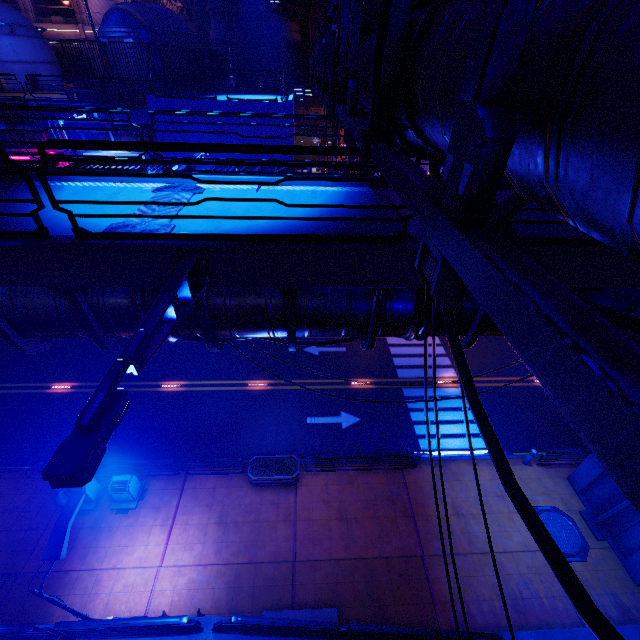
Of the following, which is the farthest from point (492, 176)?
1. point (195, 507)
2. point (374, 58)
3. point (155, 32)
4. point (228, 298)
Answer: point (155, 32)

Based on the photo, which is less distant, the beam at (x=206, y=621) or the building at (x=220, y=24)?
the beam at (x=206, y=621)

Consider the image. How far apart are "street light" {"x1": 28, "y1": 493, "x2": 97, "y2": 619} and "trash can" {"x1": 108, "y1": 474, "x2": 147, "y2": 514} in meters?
3.3 m

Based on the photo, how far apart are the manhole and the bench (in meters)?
8.55

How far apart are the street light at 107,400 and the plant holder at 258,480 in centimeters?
1153cm

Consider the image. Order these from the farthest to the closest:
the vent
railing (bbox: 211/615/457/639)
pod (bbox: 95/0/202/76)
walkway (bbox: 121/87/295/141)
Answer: the vent < pod (bbox: 95/0/202/76) < walkway (bbox: 121/87/295/141) < railing (bbox: 211/615/457/639)

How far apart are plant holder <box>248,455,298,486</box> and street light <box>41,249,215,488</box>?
11.5 meters

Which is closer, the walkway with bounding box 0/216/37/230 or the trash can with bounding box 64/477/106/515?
the walkway with bounding box 0/216/37/230
